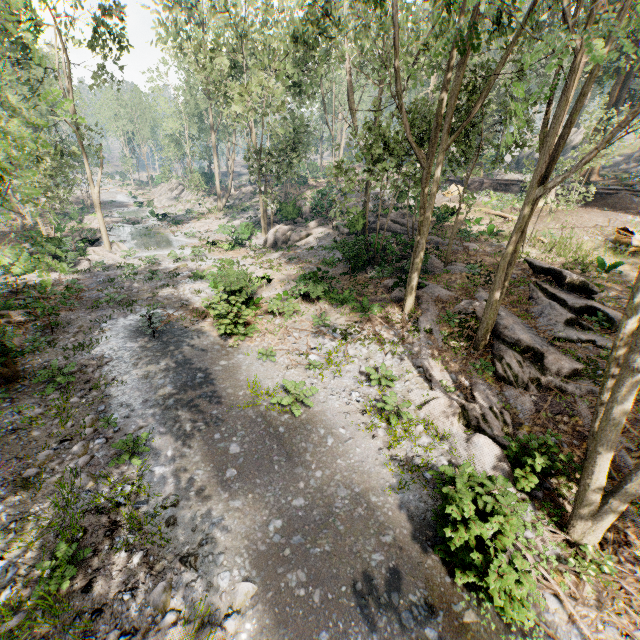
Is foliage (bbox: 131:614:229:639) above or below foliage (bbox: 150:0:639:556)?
below

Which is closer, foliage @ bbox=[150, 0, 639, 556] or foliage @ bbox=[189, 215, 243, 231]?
foliage @ bbox=[150, 0, 639, 556]

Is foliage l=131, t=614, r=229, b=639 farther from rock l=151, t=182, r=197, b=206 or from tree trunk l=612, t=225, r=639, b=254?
tree trunk l=612, t=225, r=639, b=254

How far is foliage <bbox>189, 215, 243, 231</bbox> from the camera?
37.1m

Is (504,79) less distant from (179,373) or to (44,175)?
(179,373)

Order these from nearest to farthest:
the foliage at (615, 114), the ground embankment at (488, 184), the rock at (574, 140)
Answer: the foliage at (615, 114) < the ground embankment at (488, 184) < the rock at (574, 140)

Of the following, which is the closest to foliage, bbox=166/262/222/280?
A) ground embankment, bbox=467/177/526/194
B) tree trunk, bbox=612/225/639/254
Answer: ground embankment, bbox=467/177/526/194

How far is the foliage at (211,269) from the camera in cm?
2032
